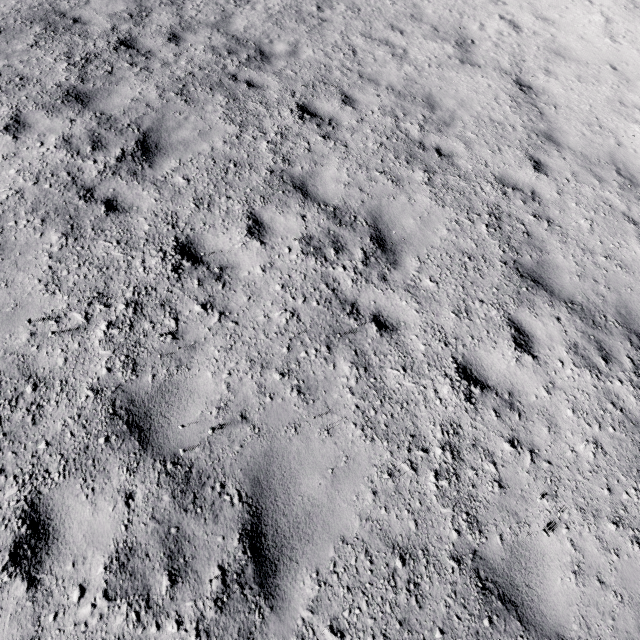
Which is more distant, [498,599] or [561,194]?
[561,194]
